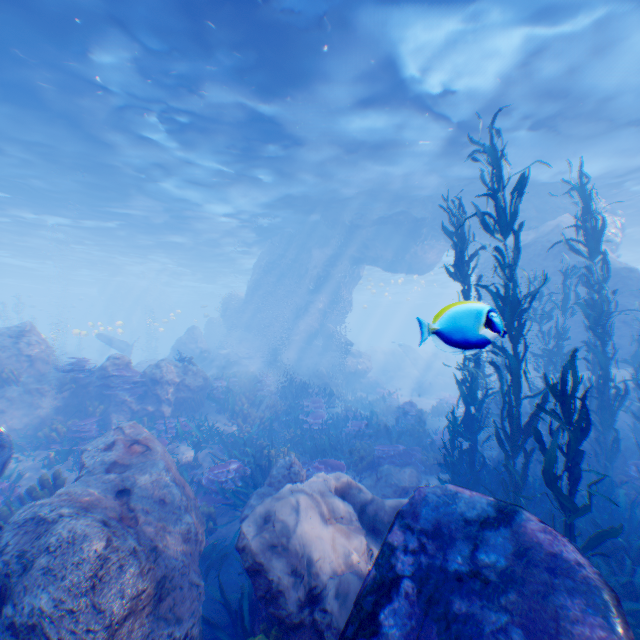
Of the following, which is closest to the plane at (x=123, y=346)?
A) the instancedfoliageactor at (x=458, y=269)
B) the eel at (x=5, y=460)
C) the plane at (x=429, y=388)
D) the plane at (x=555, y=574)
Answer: the instancedfoliageactor at (x=458, y=269)

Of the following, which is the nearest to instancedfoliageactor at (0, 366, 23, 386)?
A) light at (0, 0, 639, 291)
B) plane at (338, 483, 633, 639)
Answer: plane at (338, 483, 633, 639)

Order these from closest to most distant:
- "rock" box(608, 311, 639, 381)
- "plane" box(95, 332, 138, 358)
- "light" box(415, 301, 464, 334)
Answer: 1. "light" box(415, 301, 464, 334)
2. "rock" box(608, 311, 639, 381)
3. "plane" box(95, 332, 138, 358)

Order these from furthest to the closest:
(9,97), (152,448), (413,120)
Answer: (413,120) → (9,97) → (152,448)

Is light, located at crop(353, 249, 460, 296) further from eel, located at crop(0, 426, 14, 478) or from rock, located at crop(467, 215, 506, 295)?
eel, located at crop(0, 426, 14, 478)

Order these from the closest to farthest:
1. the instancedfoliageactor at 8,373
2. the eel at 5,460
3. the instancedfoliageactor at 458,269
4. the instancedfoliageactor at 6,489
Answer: the instancedfoliageactor at 458,269 → the eel at 5,460 → the instancedfoliageactor at 6,489 → the instancedfoliageactor at 8,373

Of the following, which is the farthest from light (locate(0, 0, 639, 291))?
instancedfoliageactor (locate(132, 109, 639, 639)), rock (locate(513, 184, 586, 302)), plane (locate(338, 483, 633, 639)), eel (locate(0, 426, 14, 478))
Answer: eel (locate(0, 426, 14, 478))

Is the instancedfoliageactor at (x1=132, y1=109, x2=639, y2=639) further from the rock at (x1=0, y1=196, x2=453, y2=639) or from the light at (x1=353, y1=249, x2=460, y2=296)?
the light at (x1=353, y1=249, x2=460, y2=296)
